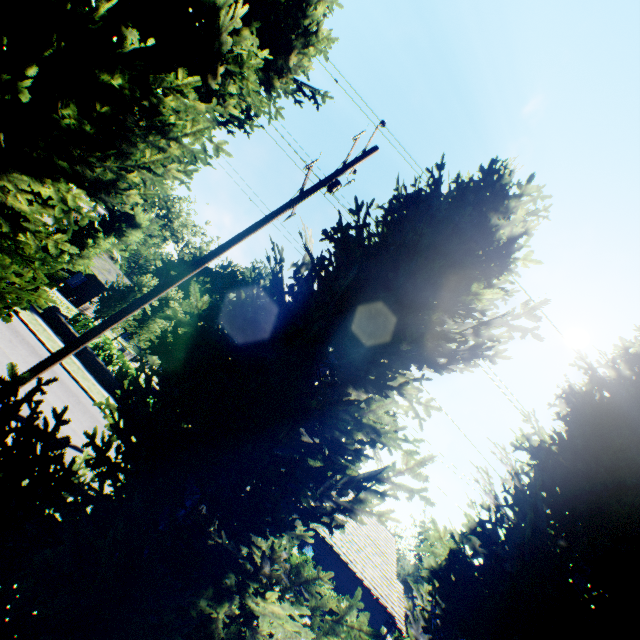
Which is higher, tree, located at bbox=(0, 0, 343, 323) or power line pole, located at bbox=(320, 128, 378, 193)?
power line pole, located at bbox=(320, 128, 378, 193)

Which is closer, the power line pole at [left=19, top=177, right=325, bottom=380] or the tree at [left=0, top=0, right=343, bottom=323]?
the tree at [left=0, top=0, right=343, bottom=323]

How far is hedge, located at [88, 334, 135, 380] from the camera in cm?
1947

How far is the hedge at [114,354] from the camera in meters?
19.5 m

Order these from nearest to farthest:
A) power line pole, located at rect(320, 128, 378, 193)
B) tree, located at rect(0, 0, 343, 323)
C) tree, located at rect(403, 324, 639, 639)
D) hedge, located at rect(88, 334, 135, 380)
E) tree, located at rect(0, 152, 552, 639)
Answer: tree, located at rect(0, 152, 552, 639) → tree, located at rect(0, 0, 343, 323) → tree, located at rect(403, 324, 639, 639) → power line pole, located at rect(320, 128, 378, 193) → hedge, located at rect(88, 334, 135, 380)

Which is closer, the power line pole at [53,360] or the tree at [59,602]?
the tree at [59,602]

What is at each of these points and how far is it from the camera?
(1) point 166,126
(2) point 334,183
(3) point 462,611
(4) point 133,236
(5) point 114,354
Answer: (1) tree, 4.56m
(2) power line pole, 8.73m
(3) tree, 5.18m
(4) plant, 24.72m
(5) hedge, 19.72m
